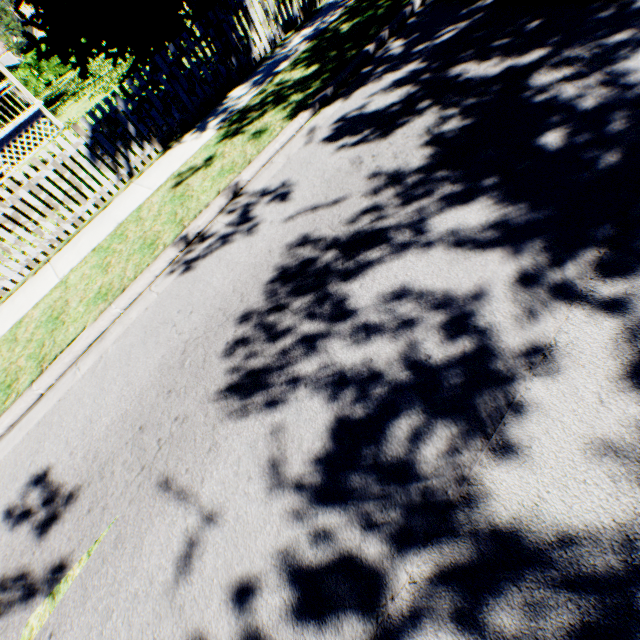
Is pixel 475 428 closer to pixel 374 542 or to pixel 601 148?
pixel 374 542

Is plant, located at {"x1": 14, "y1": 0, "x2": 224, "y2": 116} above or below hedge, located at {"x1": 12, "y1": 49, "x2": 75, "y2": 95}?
above

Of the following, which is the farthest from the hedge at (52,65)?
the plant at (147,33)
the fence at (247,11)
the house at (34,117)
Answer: the plant at (147,33)

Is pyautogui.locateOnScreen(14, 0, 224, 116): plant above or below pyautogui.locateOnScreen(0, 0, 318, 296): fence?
above

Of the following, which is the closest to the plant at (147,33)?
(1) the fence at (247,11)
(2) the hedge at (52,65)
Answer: (1) the fence at (247,11)

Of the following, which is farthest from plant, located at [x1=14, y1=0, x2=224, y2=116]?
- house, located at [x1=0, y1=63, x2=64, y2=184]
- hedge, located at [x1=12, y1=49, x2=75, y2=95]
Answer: hedge, located at [x1=12, y1=49, x2=75, y2=95]

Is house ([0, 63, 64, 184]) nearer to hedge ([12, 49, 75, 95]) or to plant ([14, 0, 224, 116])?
plant ([14, 0, 224, 116])

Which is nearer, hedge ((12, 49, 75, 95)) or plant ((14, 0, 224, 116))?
plant ((14, 0, 224, 116))
